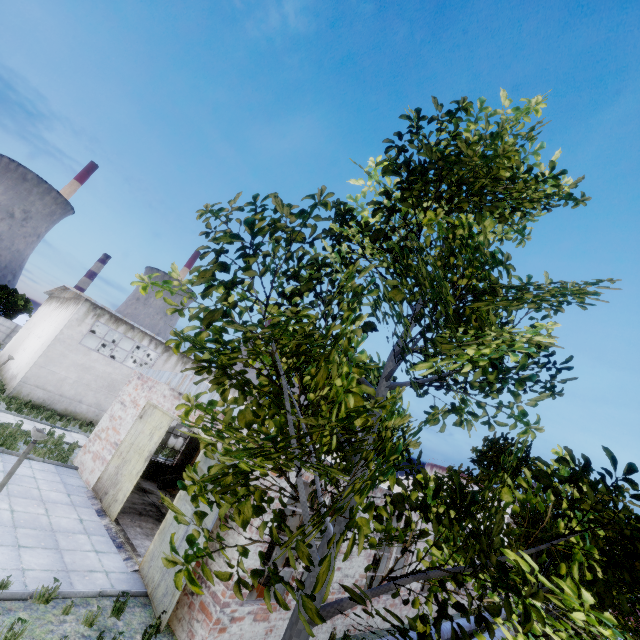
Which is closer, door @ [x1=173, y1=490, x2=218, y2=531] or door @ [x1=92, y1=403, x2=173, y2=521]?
door @ [x1=173, y1=490, x2=218, y2=531]

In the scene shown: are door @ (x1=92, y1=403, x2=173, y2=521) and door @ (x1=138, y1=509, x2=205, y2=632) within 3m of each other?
yes

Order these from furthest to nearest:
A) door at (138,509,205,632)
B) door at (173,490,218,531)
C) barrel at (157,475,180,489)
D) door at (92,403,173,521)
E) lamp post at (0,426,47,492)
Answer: barrel at (157,475,180,489), door at (92,403,173,521), door at (173,490,218,531), door at (138,509,205,632), lamp post at (0,426,47,492)

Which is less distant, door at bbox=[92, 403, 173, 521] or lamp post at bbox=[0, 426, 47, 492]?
lamp post at bbox=[0, 426, 47, 492]

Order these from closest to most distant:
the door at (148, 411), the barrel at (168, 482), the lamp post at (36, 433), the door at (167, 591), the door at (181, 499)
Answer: the lamp post at (36, 433)
the door at (167, 591)
the door at (181, 499)
the door at (148, 411)
the barrel at (168, 482)

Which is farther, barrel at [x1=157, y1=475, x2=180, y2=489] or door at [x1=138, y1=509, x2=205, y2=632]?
barrel at [x1=157, y1=475, x2=180, y2=489]

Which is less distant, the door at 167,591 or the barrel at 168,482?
the door at 167,591

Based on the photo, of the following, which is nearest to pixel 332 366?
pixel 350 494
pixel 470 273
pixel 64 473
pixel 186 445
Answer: pixel 350 494
